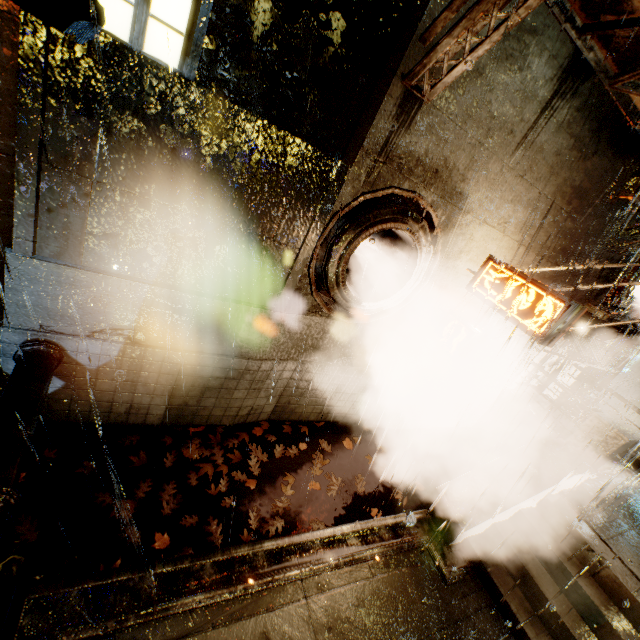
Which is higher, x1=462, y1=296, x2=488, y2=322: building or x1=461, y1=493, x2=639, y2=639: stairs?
x1=462, y1=296, x2=488, y2=322: building

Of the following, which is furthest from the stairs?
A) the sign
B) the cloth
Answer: the cloth

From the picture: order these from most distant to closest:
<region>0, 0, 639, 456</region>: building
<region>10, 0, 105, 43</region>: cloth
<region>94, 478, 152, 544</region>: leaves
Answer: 1. <region>94, 478, 152, 544</region>: leaves
2. <region>0, 0, 639, 456</region>: building
3. <region>10, 0, 105, 43</region>: cloth

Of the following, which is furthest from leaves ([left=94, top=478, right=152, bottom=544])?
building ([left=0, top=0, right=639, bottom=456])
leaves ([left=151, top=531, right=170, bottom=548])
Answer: building ([left=0, top=0, right=639, bottom=456])

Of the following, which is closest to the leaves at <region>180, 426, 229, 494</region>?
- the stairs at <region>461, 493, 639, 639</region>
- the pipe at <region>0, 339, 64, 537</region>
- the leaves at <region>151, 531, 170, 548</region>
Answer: the leaves at <region>151, 531, 170, 548</region>

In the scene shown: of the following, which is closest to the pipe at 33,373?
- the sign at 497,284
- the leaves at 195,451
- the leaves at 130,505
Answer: the leaves at 130,505

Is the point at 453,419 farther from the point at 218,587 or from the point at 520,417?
the point at 218,587

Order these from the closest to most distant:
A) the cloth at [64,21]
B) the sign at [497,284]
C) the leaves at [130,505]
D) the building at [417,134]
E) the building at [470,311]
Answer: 1. the cloth at [64,21]
2. the building at [417,134]
3. the leaves at [130,505]
4. the sign at [497,284]
5. the building at [470,311]
